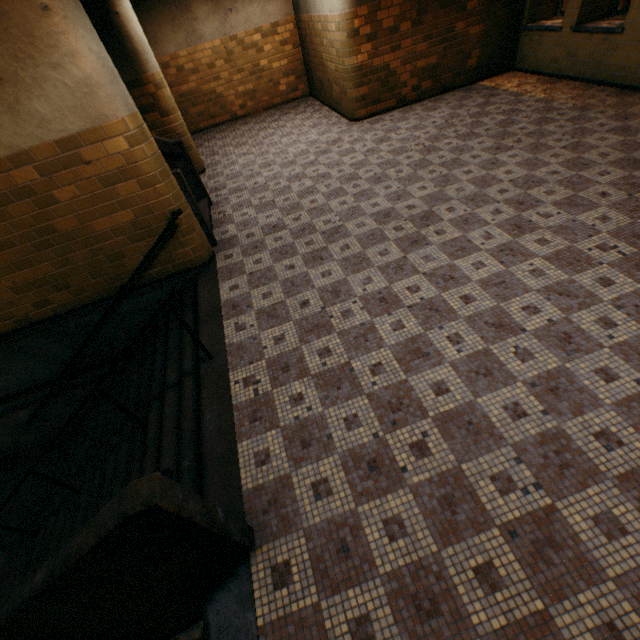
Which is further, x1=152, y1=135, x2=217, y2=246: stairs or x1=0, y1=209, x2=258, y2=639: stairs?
x1=152, y1=135, x2=217, y2=246: stairs

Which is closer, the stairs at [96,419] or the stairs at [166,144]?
the stairs at [96,419]

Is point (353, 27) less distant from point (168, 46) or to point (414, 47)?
point (414, 47)

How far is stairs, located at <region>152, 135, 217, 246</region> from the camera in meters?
4.6 m

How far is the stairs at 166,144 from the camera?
4.6 meters
